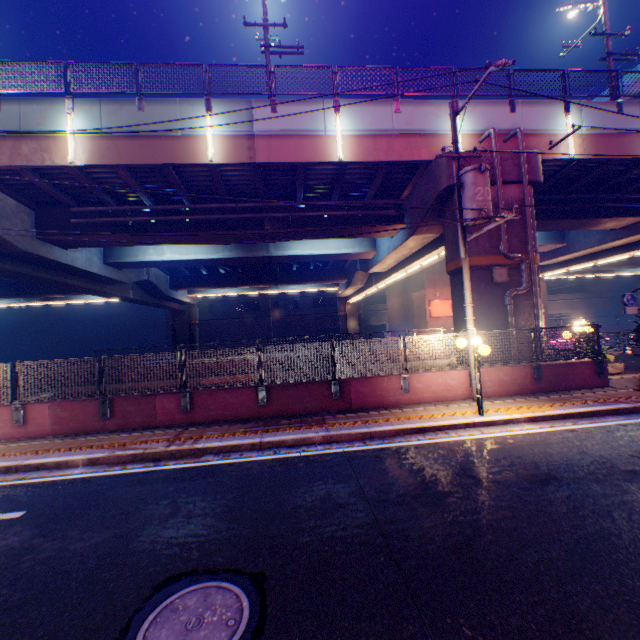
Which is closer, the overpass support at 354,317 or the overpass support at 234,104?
the overpass support at 234,104

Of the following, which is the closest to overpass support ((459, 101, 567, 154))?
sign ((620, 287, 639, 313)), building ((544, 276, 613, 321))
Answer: sign ((620, 287, 639, 313))

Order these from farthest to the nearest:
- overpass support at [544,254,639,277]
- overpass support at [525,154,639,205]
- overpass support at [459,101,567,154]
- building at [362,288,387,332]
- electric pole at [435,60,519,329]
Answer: building at [362,288,387,332] < overpass support at [544,254,639,277] < overpass support at [459,101,567,154] < overpass support at [525,154,639,205] < electric pole at [435,60,519,329]

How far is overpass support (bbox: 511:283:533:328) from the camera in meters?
12.5 m

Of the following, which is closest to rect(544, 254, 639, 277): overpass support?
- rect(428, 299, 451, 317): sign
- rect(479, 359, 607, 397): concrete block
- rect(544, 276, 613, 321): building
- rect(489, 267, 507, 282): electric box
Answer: rect(489, 267, 507, 282): electric box

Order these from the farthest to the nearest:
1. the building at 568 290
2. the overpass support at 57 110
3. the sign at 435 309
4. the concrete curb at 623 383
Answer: the building at 568 290, the sign at 435 309, the overpass support at 57 110, the concrete curb at 623 383

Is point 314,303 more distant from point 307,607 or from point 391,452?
point 307,607

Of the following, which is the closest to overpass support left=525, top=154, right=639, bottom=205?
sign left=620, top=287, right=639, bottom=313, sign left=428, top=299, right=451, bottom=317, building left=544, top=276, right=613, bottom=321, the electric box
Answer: the electric box
